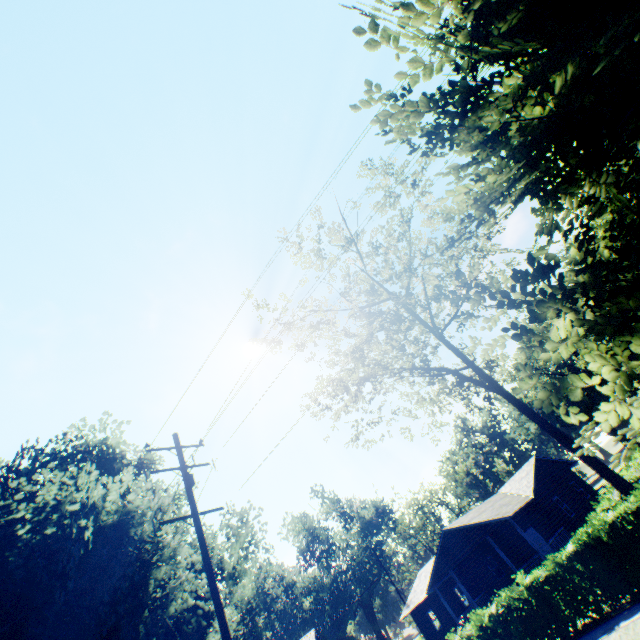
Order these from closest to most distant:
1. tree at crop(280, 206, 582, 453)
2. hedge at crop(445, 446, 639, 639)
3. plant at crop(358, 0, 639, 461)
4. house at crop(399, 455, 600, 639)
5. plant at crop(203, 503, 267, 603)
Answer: plant at crop(358, 0, 639, 461)
hedge at crop(445, 446, 639, 639)
tree at crop(280, 206, 582, 453)
plant at crop(203, 503, 267, 603)
house at crop(399, 455, 600, 639)

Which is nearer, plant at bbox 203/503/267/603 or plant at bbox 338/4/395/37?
plant at bbox 338/4/395/37

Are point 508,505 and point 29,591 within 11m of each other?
no

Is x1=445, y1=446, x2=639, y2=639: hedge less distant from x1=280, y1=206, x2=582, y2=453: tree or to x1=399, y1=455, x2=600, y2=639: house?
x1=280, y1=206, x2=582, y2=453: tree

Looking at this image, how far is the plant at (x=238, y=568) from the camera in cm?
2345

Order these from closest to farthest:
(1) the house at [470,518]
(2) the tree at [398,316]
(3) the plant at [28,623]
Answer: (3) the plant at [28,623] < (2) the tree at [398,316] < (1) the house at [470,518]

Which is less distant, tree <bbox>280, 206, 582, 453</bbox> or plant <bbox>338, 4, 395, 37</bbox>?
plant <bbox>338, 4, 395, 37</bbox>

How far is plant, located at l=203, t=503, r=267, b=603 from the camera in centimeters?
2345cm
